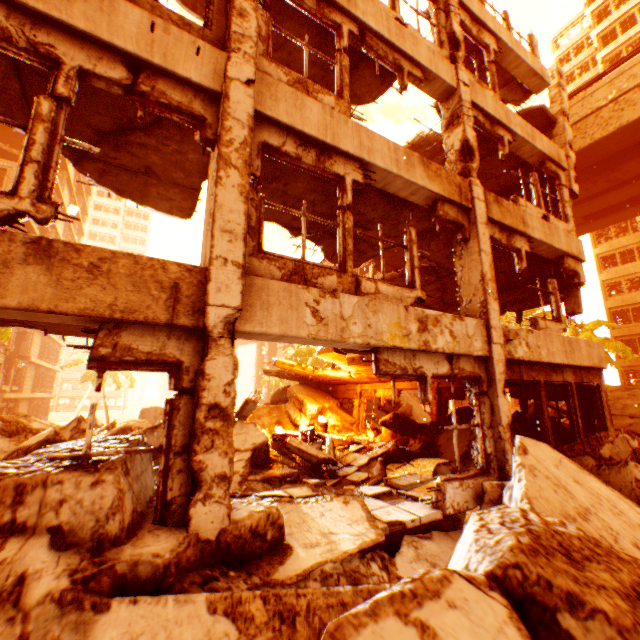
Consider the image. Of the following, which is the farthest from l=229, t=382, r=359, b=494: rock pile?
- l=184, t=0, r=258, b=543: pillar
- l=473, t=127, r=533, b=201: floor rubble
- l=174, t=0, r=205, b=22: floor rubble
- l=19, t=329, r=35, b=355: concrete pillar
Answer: l=19, t=329, r=35, b=355: concrete pillar

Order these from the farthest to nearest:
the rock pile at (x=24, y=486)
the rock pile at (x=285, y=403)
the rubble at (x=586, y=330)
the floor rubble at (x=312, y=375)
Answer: the rubble at (x=586, y=330)
the floor rubble at (x=312, y=375)
the rock pile at (x=285, y=403)
the rock pile at (x=24, y=486)

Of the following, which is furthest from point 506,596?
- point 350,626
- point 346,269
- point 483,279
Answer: point 483,279

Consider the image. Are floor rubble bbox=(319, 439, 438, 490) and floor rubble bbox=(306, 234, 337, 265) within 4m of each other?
→ no

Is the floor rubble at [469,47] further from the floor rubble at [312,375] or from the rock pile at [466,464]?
the rock pile at [466,464]

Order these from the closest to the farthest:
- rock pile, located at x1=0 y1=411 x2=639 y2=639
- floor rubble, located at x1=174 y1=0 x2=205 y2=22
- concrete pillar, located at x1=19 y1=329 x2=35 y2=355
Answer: rock pile, located at x1=0 y1=411 x2=639 y2=639
floor rubble, located at x1=174 y1=0 x2=205 y2=22
concrete pillar, located at x1=19 y1=329 x2=35 y2=355

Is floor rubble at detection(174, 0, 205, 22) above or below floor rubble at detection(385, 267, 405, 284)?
above

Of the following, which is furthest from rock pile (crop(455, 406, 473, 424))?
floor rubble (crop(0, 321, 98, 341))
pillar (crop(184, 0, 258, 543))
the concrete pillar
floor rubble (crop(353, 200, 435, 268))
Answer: the concrete pillar
